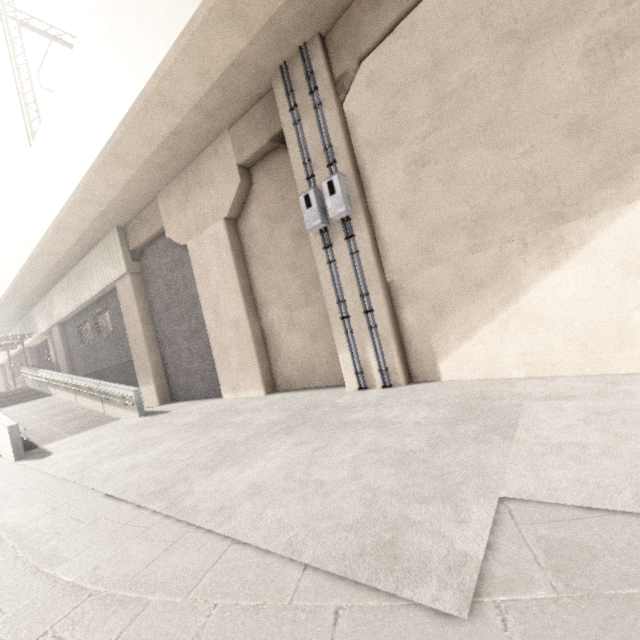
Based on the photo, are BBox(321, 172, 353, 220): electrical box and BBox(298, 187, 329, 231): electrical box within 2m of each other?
yes

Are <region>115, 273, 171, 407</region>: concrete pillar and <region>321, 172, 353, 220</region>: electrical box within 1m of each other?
no

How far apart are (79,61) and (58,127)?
2.31m

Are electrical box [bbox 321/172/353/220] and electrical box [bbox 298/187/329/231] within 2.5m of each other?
yes

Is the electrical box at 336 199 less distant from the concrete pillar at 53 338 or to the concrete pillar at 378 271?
the concrete pillar at 378 271

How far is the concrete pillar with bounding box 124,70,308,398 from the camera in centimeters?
746cm

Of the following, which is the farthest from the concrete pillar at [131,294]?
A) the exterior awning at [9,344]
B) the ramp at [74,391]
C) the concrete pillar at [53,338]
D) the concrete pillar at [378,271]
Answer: the exterior awning at [9,344]
